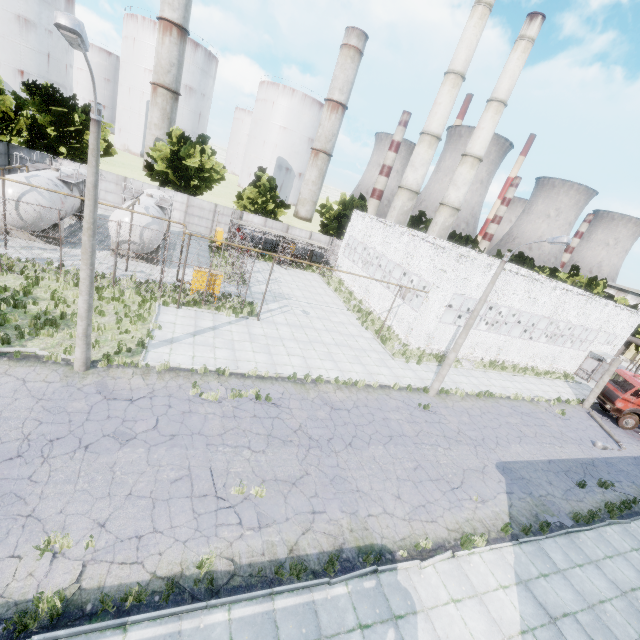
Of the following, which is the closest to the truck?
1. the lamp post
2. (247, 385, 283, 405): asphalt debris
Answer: (247, 385, 283, 405): asphalt debris

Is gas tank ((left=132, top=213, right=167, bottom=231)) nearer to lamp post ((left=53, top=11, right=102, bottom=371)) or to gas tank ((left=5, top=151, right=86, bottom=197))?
gas tank ((left=5, top=151, right=86, bottom=197))

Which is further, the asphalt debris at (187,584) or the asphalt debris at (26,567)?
the asphalt debris at (187,584)

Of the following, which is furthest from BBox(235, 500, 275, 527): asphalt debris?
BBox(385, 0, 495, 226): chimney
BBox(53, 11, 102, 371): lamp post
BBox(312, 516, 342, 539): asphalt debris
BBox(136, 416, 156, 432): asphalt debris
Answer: BBox(385, 0, 495, 226): chimney

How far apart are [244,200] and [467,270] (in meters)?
27.05

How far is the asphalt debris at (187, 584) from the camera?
7.1 meters

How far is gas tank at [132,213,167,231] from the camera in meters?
20.6

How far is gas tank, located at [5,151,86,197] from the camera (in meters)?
18.80
